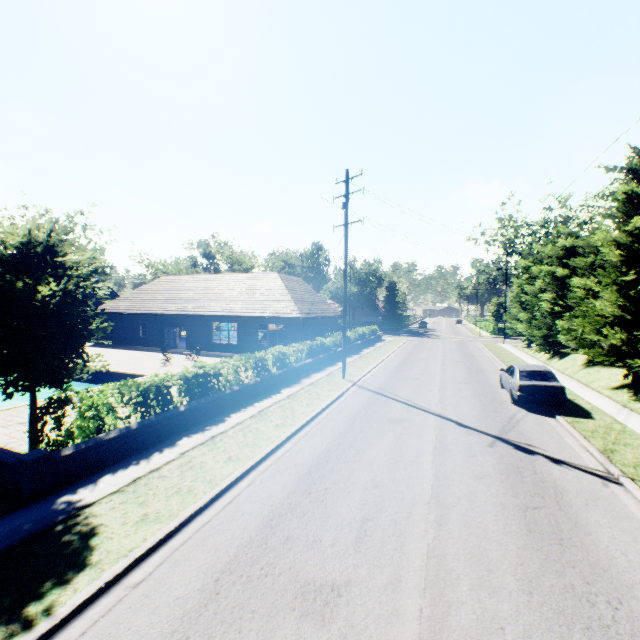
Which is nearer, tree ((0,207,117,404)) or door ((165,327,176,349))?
tree ((0,207,117,404))

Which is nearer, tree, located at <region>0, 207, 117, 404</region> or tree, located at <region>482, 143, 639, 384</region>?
tree, located at <region>0, 207, 117, 404</region>

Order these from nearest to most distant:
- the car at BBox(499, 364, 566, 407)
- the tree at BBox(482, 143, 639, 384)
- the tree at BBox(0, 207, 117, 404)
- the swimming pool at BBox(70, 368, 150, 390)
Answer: the tree at BBox(0, 207, 117, 404) < the car at BBox(499, 364, 566, 407) < the tree at BBox(482, 143, 639, 384) < the swimming pool at BBox(70, 368, 150, 390)

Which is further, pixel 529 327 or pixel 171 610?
pixel 529 327

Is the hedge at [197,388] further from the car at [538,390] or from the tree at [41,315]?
the car at [538,390]

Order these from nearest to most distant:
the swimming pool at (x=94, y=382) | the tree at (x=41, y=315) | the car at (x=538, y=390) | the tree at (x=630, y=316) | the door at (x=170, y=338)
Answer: the tree at (x=41, y=315) → the car at (x=538, y=390) → the tree at (x=630, y=316) → the swimming pool at (x=94, y=382) → the door at (x=170, y=338)

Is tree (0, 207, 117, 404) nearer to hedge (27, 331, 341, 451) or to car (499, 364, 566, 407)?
car (499, 364, 566, 407)

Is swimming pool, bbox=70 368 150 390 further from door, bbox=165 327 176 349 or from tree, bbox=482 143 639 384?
door, bbox=165 327 176 349
